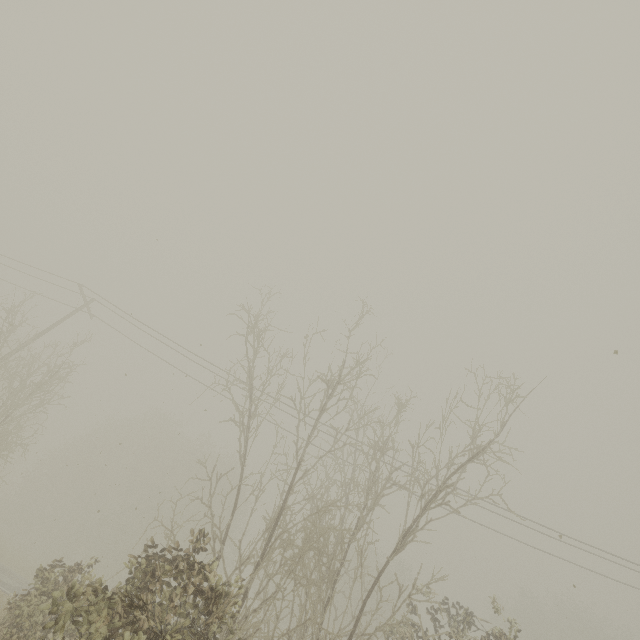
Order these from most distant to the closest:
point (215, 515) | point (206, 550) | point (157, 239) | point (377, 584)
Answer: point (215, 515) < point (377, 584) < point (157, 239) < point (206, 550)
